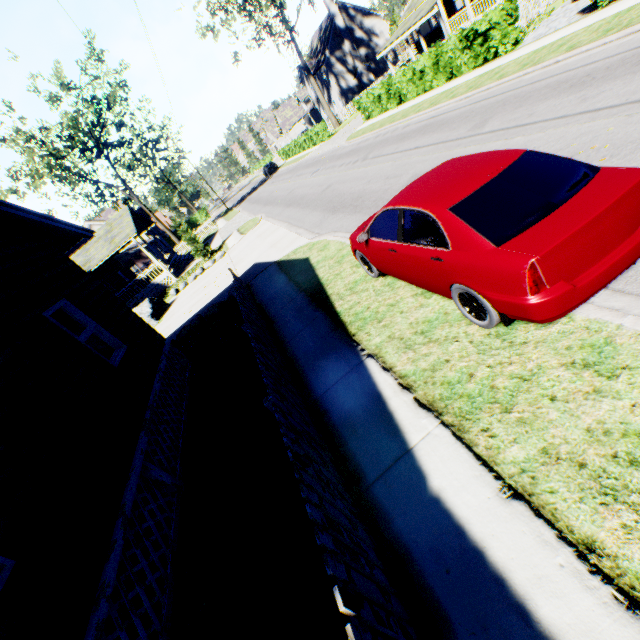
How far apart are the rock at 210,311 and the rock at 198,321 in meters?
0.1 m

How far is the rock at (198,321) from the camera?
12.1m

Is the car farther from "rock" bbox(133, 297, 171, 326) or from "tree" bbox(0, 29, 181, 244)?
"tree" bbox(0, 29, 181, 244)

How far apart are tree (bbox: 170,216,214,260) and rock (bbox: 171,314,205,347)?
11.73m

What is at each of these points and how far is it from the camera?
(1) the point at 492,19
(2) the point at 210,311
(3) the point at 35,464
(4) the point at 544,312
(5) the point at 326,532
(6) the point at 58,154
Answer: (1) hedge, 14.0 meters
(2) rock, 12.2 meters
(3) house, 3.8 meters
(4) car, 3.2 meters
(5) fence, 2.4 meters
(6) tree, 31.0 meters

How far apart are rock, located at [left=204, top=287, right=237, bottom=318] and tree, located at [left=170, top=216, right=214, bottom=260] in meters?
11.7

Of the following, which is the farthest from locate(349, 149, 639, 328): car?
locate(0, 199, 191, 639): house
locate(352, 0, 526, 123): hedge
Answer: locate(352, 0, 526, 123): hedge

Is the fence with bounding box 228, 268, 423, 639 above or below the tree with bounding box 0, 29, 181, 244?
below
